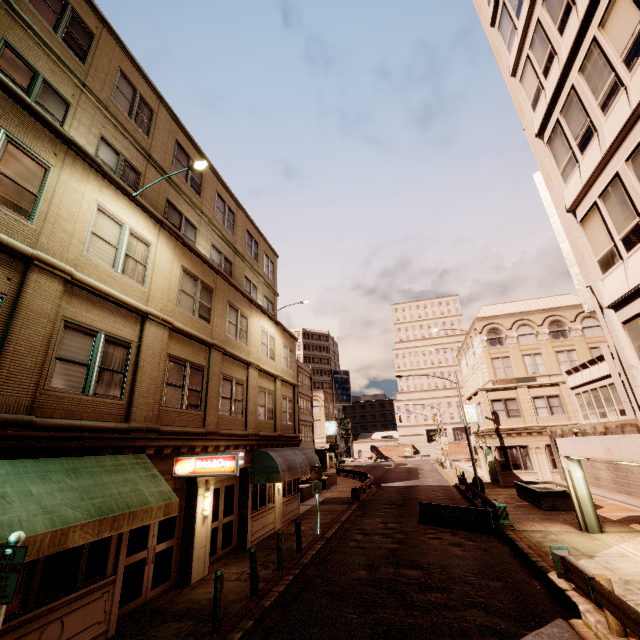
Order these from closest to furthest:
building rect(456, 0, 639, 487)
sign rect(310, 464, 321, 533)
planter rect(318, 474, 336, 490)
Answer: building rect(456, 0, 639, 487), sign rect(310, 464, 321, 533), planter rect(318, 474, 336, 490)

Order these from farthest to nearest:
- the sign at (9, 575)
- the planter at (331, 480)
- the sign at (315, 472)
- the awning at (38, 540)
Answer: the planter at (331, 480), the sign at (315, 472), the awning at (38, 540), the sign at (9, 575)

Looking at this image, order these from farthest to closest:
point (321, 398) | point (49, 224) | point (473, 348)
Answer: point (321, 398) < point (473, 348) < point (49, 224)

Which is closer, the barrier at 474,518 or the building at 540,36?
the building at 540,36

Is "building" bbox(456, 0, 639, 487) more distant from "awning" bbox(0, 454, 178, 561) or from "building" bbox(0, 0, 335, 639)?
"building" bbox(0, 0, 335, 639)

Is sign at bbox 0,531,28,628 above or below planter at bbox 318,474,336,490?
above

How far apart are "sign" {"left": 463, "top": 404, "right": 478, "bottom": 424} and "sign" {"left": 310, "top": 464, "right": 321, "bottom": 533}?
20.8 meters

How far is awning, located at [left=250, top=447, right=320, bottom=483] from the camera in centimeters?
1477cm
